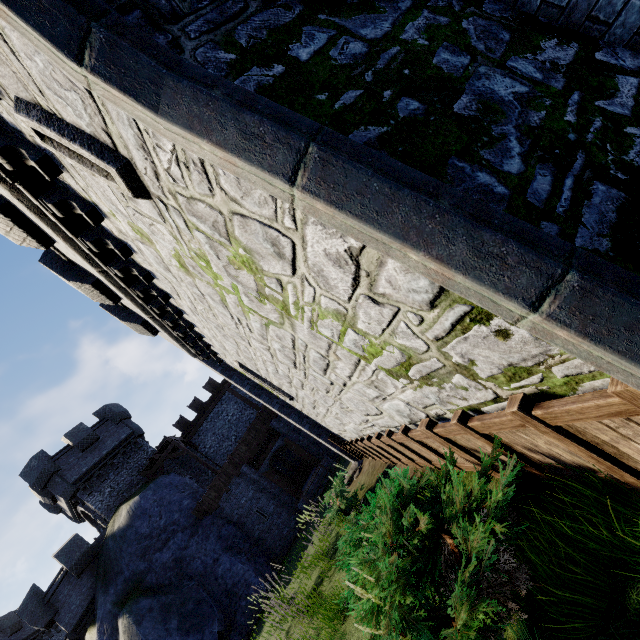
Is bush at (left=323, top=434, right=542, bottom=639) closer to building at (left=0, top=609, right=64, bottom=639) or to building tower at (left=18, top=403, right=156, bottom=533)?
building tower at (left=18, top=403, right=156, bottom=533)

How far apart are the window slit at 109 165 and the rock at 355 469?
10.9 meters

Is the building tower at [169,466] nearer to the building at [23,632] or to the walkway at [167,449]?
the walkway at [167,449]

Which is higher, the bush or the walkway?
the walkway

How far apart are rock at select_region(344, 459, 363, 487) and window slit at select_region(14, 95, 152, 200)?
10.9 meters

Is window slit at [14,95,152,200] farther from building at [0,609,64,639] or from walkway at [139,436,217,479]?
building at [0,609,64,639]

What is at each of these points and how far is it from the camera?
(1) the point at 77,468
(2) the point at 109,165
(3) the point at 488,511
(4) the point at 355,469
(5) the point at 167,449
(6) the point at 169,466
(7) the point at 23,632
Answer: (1) building tower, 22.08m
(2) window slit, 3.08m
(3) bush, 2.73m
(4) rock, 11.98m
(5) walkway, 23.00m
(6) building tower, 24.41m
(7) building, 28.66m

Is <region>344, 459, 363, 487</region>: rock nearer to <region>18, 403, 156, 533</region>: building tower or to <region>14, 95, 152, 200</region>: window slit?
<region>14, 95, 152, 200</region>: window slit
